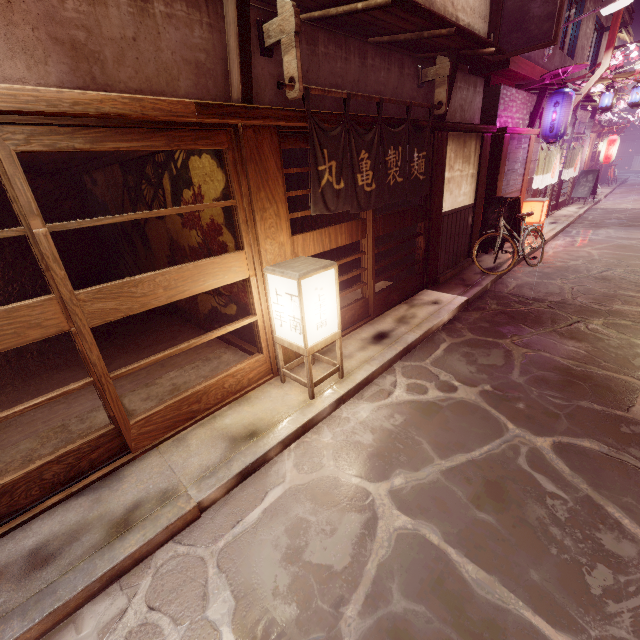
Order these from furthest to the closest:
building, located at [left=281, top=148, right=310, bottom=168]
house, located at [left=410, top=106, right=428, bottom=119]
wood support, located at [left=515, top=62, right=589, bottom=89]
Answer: building, located at [left=281, top=148, right=310, bottom=168]
wood support, located at [left=515, top=62, right=589, bottom=89]
house, located at [left=410, top=106, right=428, bottom=119]

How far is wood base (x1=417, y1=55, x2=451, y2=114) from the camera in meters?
8.8 m

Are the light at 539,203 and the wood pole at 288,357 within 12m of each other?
no

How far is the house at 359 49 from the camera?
6.7 meters

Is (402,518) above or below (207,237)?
below

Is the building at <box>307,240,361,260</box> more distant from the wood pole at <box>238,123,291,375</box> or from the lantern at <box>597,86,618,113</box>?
the lantern at <box>597,86,618,113</box>

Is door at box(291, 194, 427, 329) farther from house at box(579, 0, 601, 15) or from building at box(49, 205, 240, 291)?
house at box(579, 0, 601, 15)

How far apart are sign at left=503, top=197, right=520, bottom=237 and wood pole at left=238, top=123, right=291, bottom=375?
10.9m
